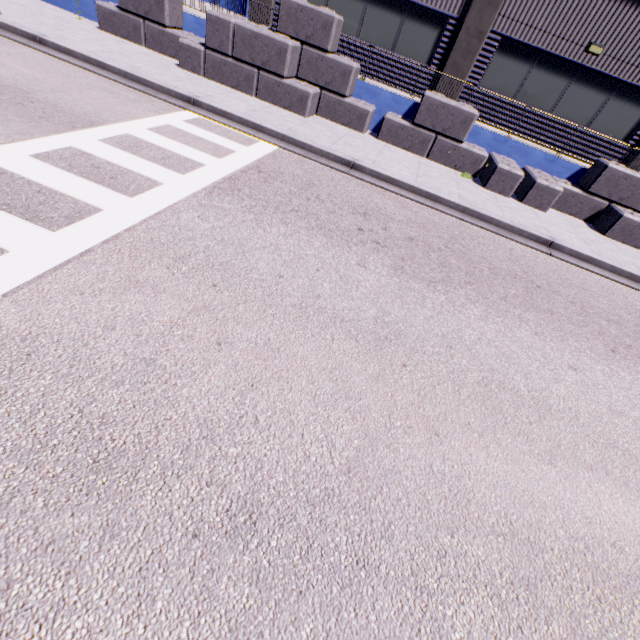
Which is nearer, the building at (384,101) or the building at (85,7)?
the building at (384,101)

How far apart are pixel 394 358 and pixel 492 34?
13.86m

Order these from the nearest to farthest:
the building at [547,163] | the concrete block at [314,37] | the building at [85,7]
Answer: the concrete block at [314,37] → the building at [547,163] → the building at [85,7]

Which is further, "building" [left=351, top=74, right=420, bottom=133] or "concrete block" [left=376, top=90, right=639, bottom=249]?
"building" [left=351, top=74, right=420, bottom=133]

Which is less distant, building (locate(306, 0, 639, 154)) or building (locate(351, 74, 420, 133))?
building (locate(306, 0, 639, 154))

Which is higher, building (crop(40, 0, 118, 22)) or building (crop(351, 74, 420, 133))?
building (crop(351, 74, 420, 133))

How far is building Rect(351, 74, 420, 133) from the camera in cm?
1185

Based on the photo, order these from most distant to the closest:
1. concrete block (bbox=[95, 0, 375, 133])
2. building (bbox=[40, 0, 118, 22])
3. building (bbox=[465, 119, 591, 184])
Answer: building (bbox=[40, 0, 118, 22])
building (bbox=[465, 119, 591, 184])
concrete block (bbox=[95, 0, 375, 133])
